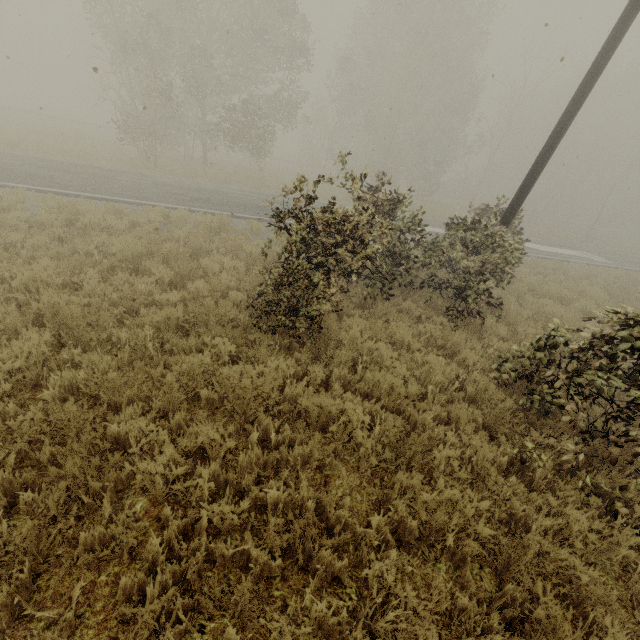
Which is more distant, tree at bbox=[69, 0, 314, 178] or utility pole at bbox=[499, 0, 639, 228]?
tree at bbox=[69, 0, 314, 178]

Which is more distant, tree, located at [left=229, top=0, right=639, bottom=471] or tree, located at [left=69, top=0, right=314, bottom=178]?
tree, located at [left=69, top=0, right=314, bottom=178]

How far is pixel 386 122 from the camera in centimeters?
2441cm

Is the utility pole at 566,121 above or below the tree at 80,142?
above

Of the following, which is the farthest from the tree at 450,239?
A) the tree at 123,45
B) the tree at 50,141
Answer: the tree at 50,141

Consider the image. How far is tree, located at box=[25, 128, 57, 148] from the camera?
18.7 meters

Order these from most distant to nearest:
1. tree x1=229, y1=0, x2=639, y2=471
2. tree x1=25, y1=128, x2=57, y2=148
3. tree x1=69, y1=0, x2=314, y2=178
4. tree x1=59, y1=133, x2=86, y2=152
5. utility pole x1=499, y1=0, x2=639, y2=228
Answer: tree x1=59, y1=133, x2=86, y2=152 → tree x1=25, y1=128, x2=57, y2=148 → tree x1=69, y1=0, x2=314, y2=178 → utility pole x1=499, y1=0, x2=639, y2=228 → tree x1=229, y1=0, x2=639, y2=471
